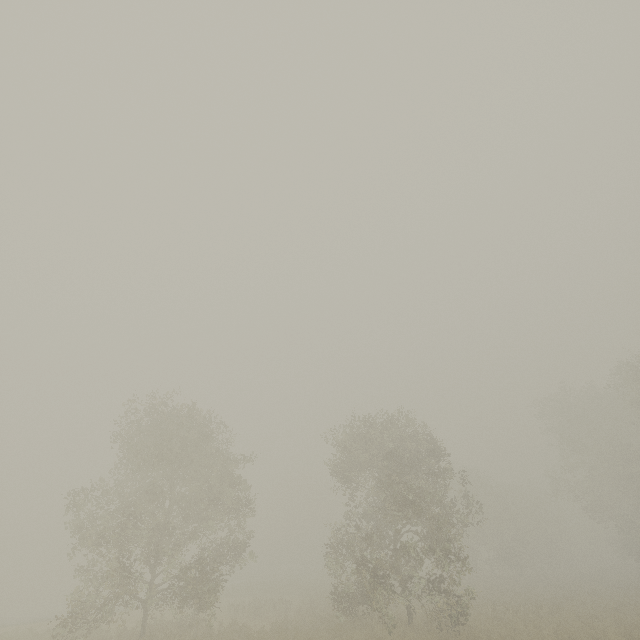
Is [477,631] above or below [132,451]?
below
